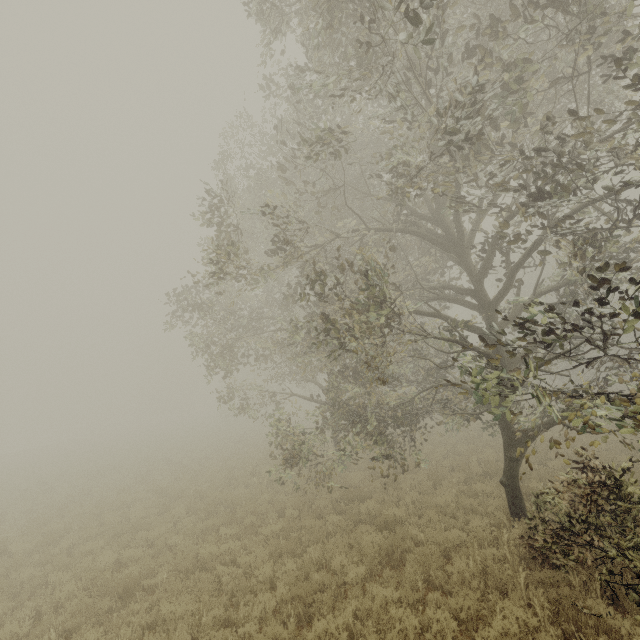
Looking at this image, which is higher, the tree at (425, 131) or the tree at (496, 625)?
the tree at (425, 131)

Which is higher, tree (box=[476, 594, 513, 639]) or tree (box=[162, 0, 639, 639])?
tree (box=[162, 0, 639, 639])

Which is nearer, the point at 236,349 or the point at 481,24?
the point at 481,24

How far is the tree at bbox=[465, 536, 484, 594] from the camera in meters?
6.5 m

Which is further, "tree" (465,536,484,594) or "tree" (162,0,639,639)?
"tree" (465,536,484,594)
